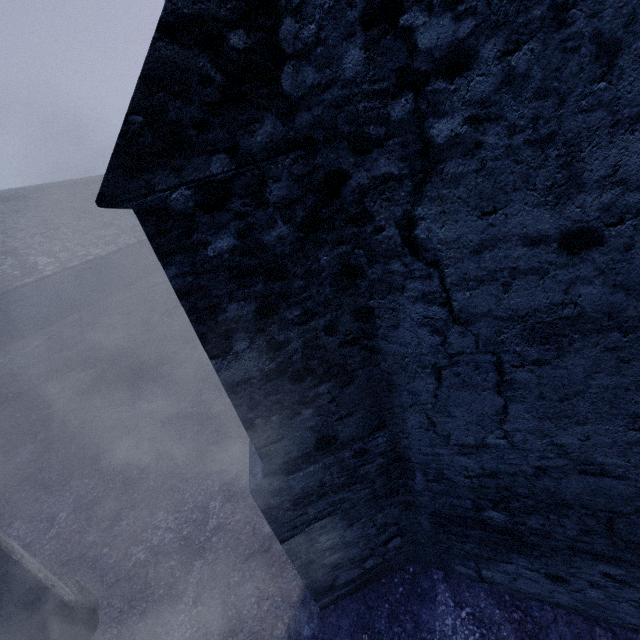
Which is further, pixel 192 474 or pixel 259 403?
pixel 192 474

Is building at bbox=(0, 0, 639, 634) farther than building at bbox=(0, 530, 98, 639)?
No

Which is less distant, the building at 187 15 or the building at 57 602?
the building at 187 15
